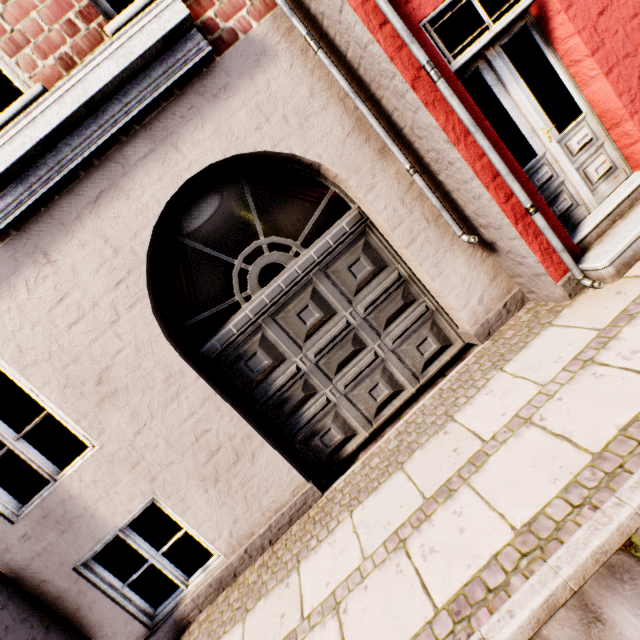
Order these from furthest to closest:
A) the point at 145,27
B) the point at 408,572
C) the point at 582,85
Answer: the point at 582,85
the point at 145,27
the point at 408,572
